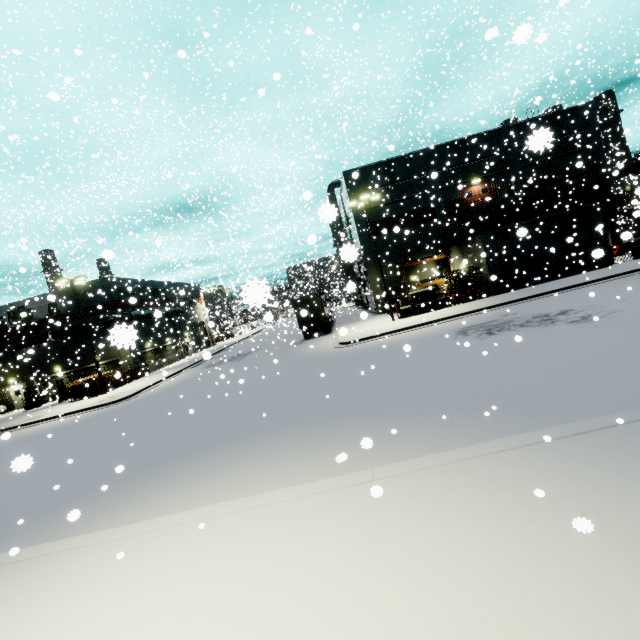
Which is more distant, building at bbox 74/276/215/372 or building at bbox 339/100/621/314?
building at bbox 339/100/621/314

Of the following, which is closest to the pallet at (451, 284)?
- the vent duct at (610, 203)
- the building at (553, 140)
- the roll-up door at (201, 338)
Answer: the building at (553, 140)

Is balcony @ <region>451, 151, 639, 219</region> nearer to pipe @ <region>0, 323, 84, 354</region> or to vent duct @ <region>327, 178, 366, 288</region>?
vent duct @ <region>327, 178, 366, 288</region>

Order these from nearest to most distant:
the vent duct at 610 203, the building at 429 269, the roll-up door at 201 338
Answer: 1. the vent duct at 610 203
2. the building at 429 269
3. the roll-up door at 201 338

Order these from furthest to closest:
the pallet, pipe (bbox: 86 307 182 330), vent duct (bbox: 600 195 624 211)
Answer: vent duct (bbox: 600 195 624 211) → the pallet → pipe (bbox: 86 307 182 330)

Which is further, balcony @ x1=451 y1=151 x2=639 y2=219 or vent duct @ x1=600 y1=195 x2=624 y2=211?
vent duct @ x1=600 y1=195 x2=624 y2=211

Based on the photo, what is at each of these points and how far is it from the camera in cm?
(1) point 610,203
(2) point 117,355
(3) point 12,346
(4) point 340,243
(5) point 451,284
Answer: (1) vent duct, 3033
(2) building, 3372
(3) pipe, 3253
(4) vent duct, 3809
(5) pallet, 2697

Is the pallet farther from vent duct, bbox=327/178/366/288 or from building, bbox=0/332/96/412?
vent duct, bbox=327/178/366/288
